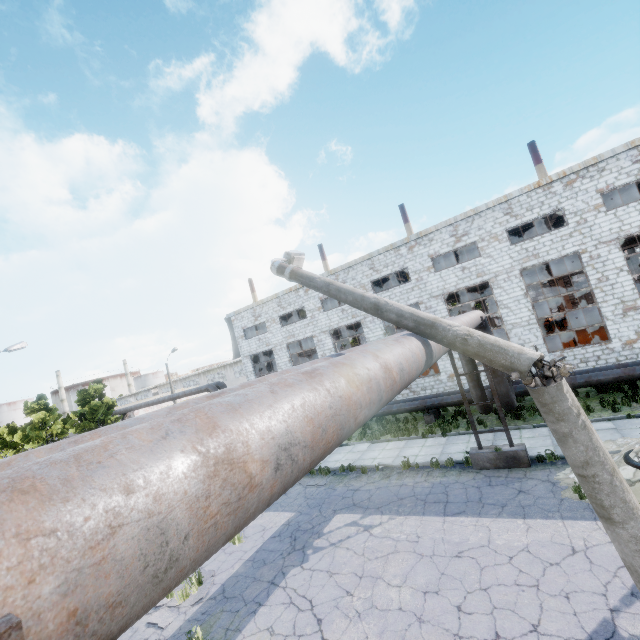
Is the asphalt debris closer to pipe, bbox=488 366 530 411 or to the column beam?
pipe, bbox=488 366 530 411

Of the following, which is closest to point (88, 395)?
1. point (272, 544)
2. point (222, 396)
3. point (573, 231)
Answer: point (272, 544)

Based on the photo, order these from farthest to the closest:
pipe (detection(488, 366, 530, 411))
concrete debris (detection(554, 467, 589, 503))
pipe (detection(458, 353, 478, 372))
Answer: pipe (detection(458, 353, 478, 372)) → pipe (detection(488, 366, 530, 411)) → concrete debris (detection(554, 467, 589, 503))

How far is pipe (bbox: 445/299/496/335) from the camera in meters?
7.8 m

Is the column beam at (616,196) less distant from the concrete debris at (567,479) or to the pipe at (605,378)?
the pipe at (605,378)

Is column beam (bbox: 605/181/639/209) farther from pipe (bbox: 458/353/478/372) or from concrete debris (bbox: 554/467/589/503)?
concrete debris (bbox: 554/467/589/503)

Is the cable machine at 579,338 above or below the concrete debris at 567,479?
above
